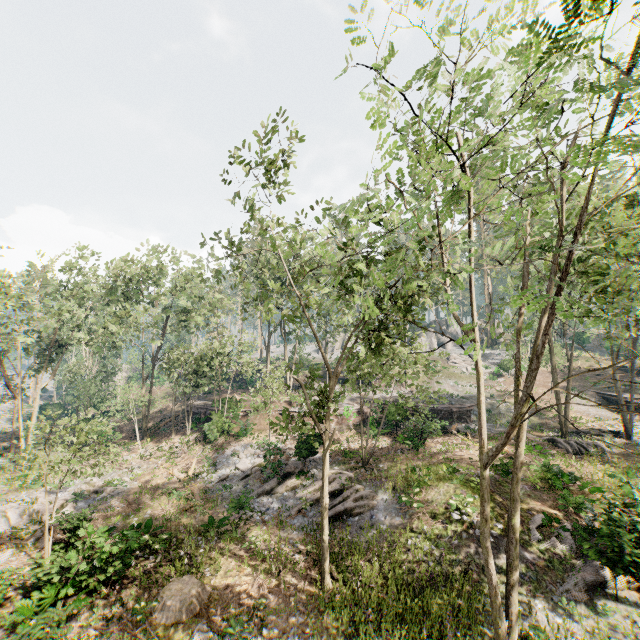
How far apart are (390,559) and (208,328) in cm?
4501

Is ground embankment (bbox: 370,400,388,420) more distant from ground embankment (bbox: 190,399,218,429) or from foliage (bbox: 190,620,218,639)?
ground embankment (bbox: 190,399,218,429)

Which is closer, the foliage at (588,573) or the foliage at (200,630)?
the foliage at (200,630)

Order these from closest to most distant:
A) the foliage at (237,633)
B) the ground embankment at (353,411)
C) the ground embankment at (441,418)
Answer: the foliage at (237,633) → the ground embankment at (441,418) → the ground embankment at (353,411)

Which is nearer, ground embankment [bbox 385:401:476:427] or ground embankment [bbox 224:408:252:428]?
ground embankment [bbox 385:401:476:427]

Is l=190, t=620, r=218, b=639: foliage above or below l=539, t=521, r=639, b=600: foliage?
below

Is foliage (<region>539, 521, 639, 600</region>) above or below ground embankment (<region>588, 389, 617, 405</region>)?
below

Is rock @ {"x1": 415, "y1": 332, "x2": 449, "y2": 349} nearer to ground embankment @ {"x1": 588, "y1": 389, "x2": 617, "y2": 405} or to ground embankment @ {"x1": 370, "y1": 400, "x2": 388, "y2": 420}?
ground embankment @ {"x1": 588, "y1": 389, "x2": 617, "y2": 405}
